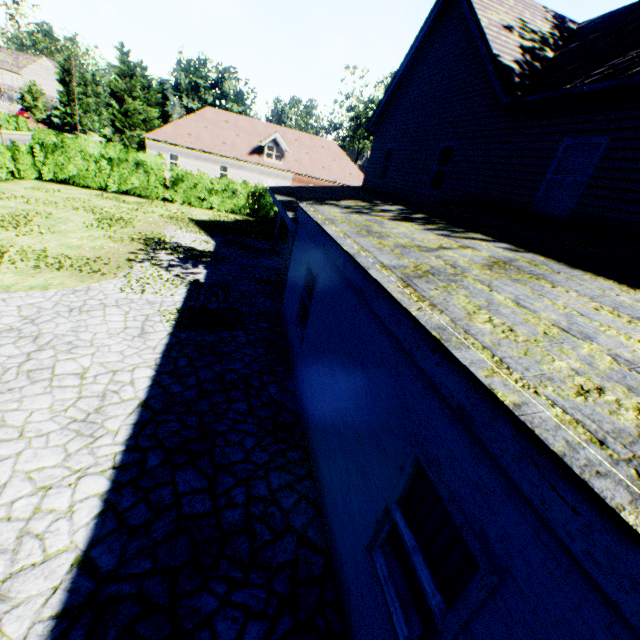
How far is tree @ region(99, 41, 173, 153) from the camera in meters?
30.5 m

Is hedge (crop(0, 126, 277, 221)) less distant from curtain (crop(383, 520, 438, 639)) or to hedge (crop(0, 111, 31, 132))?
hedge (crop(0, 111, 31, 132))

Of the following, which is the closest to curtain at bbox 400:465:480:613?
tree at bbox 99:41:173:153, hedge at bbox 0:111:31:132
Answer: tree at bbox 99:41:173:153

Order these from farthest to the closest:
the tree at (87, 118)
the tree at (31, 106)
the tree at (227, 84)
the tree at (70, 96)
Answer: the tree at (87, 118) < the tree at (70, 96) < the tree at (31, 106) < the tree at (227, 84)

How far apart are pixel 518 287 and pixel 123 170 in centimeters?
2424cm

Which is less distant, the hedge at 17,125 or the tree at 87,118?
the hedge at 17,125

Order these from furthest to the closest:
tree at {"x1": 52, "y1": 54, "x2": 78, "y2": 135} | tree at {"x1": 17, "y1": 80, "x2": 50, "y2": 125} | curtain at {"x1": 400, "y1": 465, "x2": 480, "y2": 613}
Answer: tree at {"x1": 52, "y1": 54, "x2": 78, "y2": 135} < tree at {"x1": 17, "y1": 80, "x2": 50, "y2": 125} < curtain at {"x1": 400, "y1": 465, "x2": 480, "y2": 613}

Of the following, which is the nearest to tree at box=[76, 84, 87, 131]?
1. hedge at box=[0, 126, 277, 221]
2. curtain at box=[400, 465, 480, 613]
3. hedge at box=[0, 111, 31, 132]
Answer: hedge at box=[0, 126, 277, 221]
